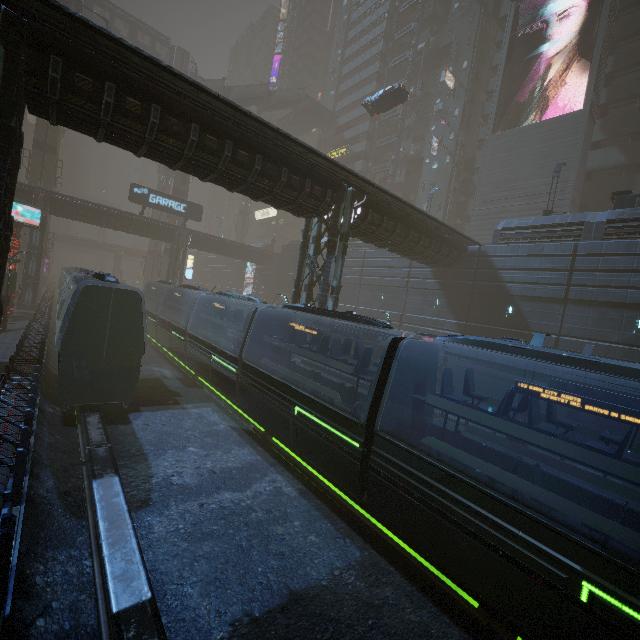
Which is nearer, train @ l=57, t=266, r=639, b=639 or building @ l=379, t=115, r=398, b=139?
train @ l=57, t=266, r=639, b=639

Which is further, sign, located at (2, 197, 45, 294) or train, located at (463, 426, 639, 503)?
sign, located at (2, 197, 45, 294)

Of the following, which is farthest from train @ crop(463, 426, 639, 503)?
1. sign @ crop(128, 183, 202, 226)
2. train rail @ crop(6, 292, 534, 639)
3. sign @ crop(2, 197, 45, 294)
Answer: sign @ crop(128, 183, 202, 226)

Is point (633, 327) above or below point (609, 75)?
below

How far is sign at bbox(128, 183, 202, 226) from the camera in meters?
34.4 m

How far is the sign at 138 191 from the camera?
34.38m

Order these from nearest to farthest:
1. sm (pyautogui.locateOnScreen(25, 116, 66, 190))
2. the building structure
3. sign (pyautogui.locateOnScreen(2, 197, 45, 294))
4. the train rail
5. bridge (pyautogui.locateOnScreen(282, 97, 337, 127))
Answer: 1. the train rail
2. sign (pyautogui.locateOnScreen(2, 197, 45, 294))
3. sm (pyautogui.locateOnScreen(25, 116, 66, 190))
4. the building structure
5. bridge (pyautogui.locateOnScreen(282, 97, 337, 127))

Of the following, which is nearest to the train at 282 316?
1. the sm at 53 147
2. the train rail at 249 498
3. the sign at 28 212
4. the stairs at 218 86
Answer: the train rail at 249 498
